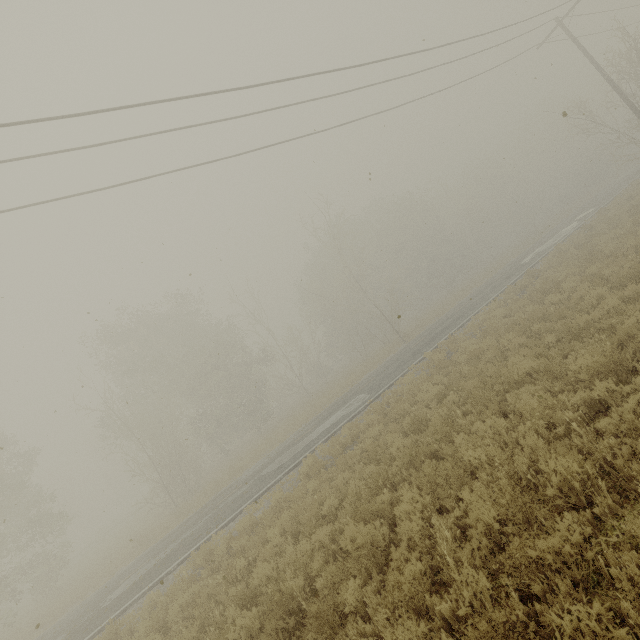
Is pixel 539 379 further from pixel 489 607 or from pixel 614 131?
pixel 614 131
